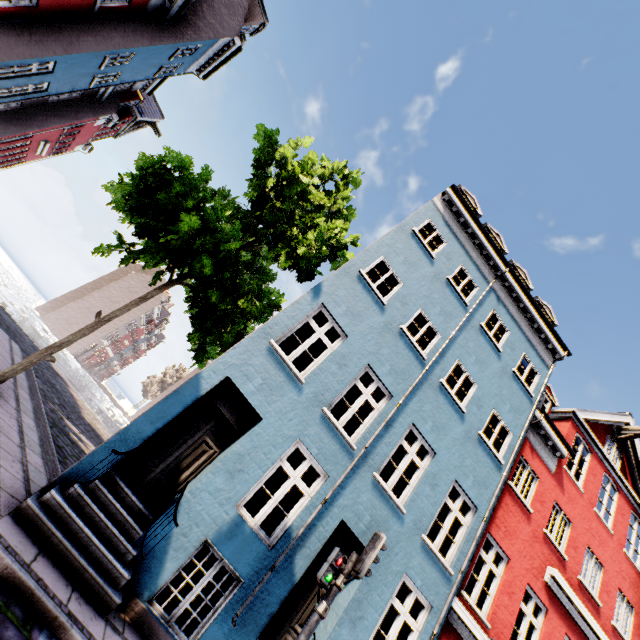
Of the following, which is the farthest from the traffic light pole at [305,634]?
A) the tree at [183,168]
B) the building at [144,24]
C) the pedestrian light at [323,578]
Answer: the tree at [183,168]

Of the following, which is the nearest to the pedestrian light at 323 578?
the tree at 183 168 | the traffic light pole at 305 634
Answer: the traffic light pole at 305 634

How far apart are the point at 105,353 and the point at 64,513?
61.3m

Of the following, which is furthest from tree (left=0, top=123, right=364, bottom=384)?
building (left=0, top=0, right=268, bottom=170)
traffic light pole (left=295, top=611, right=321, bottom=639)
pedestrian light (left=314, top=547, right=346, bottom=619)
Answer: traffic light pole (left=295, top=611, right=321, bottom=639)

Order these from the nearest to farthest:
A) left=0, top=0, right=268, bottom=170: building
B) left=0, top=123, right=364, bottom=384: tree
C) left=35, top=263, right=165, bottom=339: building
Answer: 1. left=0, top=123, right=364, bottom=384: tree
2. left=0, top=0, right=268, bottom=170: building
3. left=35, top=263, right=165, bottom=339: building

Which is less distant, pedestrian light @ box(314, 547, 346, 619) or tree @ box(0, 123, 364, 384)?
pedestrian light @ box(314, 547, 346, 619)
